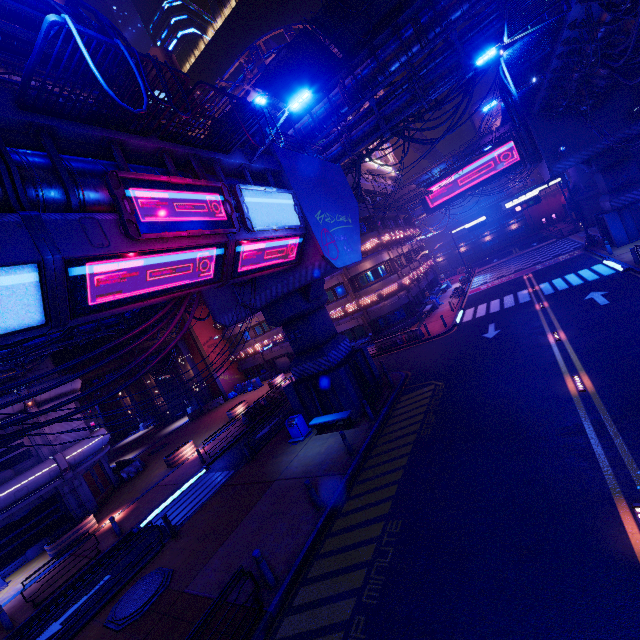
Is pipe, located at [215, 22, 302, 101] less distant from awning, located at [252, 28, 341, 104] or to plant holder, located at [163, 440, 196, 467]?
awning, located at [252, 28, 341, 104]

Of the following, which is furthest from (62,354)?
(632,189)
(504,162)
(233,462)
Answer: (504,162)

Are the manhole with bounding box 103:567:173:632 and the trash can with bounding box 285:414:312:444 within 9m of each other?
yes

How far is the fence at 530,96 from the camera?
19.53m

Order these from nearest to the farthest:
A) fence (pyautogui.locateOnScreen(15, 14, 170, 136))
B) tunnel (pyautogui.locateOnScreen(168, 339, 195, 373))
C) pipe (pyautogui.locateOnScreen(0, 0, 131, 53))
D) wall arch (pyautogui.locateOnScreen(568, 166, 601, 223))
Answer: fence (pyautogui.locateOnScreen(15, 14, 170, 136))
pipe (pyautogui.locateOnScreen(0, 0, 131, 53))
wall arch (pyautogui.locateOnScreen(568, 166, 601, 223))
tunnel (pyautogui.locateOnScreen(168, 339, 195, 373))

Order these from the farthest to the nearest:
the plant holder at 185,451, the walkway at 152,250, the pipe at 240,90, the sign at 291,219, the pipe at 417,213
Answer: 1. the pipe at 417,213
2. the pipe at 240,90
3. the plant holder at 185,451
4. the sign at 291,219
5. the walkway at 152,250

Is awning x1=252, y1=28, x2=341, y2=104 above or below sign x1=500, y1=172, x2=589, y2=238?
above

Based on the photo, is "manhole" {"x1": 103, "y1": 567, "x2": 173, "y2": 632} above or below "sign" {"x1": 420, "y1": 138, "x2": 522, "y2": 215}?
below
